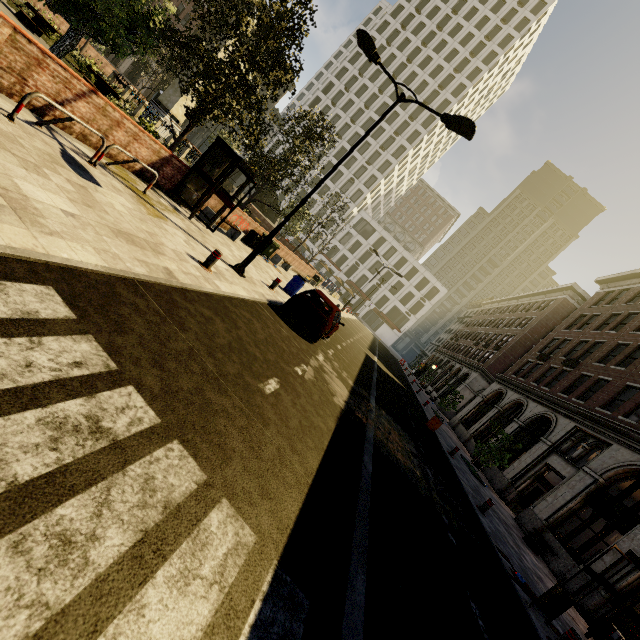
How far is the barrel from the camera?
15.3 meters

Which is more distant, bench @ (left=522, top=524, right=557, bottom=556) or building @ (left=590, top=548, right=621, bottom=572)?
bench @ (left=522, top=524, right=557, bottom=556)

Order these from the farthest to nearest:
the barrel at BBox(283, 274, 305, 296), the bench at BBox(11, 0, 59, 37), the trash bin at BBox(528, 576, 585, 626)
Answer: the bench at BBox(11, 0, 59, 37) → the barrel at BBox(283, 274, 305, 296) → the trash bin at BBox(528, 576, 585, 626)

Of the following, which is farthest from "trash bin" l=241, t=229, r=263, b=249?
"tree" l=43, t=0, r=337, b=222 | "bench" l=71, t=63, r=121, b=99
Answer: "bench" l=71, t=63, r=121, b=99

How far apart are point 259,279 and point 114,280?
8.3m

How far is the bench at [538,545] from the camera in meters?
13.1

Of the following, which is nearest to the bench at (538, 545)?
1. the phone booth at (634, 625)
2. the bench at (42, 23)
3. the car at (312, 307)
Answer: the phone booth at (634, 625)

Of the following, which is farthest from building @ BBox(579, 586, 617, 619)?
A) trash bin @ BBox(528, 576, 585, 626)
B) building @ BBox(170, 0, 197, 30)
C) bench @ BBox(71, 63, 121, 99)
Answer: bench @ BBox(71, 63, 121, 99)
